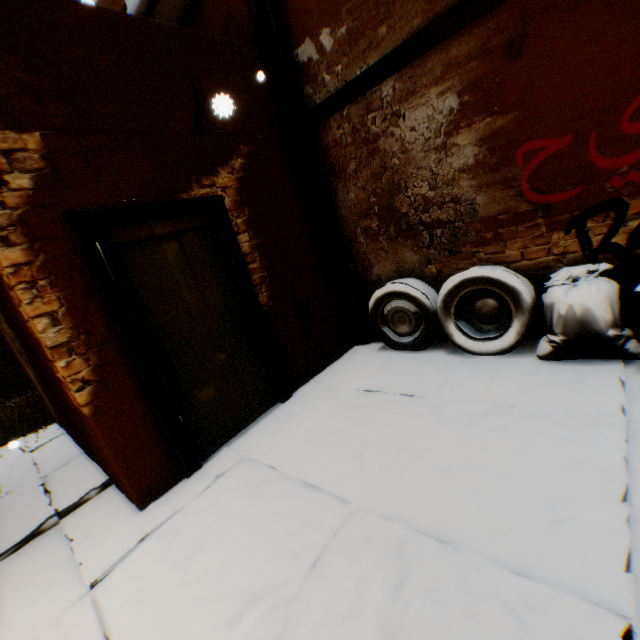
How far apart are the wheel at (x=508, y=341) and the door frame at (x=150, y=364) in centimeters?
61cm

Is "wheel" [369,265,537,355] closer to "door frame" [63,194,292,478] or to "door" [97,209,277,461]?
"door" [97,209,277,461]

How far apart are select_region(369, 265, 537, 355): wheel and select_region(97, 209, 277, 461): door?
0.09m

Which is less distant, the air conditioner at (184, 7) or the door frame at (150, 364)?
the door frame at (150, 364)

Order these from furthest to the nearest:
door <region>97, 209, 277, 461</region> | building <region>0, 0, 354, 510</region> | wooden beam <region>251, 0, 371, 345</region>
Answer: wooden beam <region>251, 0, 371, 345</region>, door <region>97, 209, 277, 461</region>, building <region>0, 0, 354, 510</region>

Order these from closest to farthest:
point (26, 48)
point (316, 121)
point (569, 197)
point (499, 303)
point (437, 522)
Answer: point (437, 522) < point (26, 48) < point (569, 197) < point (499, 303) < point (316, 121)

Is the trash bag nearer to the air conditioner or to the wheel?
the wheel

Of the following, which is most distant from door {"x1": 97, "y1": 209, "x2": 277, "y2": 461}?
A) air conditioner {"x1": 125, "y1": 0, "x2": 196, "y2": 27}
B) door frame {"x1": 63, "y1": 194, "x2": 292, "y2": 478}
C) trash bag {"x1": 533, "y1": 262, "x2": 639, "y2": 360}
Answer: air conditioner {"x1": 125, "y1": 0, "x2": 196, "y2": 27}
